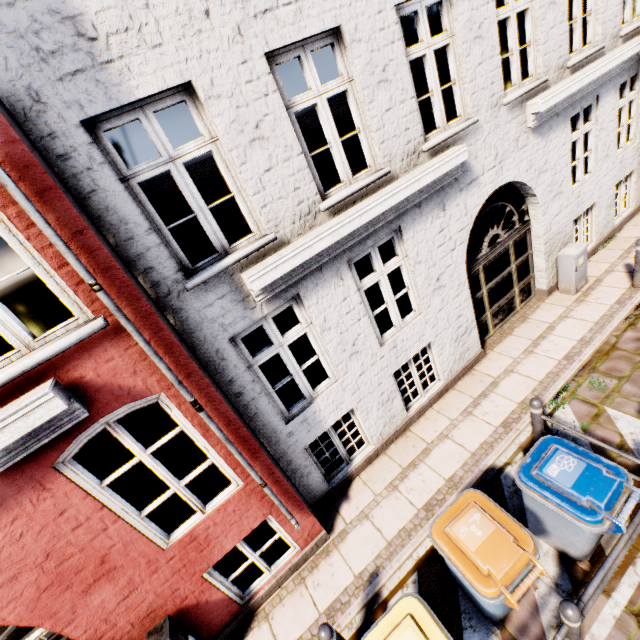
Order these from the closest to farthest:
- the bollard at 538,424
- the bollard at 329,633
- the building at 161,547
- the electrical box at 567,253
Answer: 1. the building at 161,547
2. the bollard at 329,633
3. the bollard at 538,424
4. the electrical box at 567,253

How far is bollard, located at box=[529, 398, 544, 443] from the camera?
4.7m

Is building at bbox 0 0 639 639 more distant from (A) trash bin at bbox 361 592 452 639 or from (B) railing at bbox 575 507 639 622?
(B) railing at bbox 575 507 639 622

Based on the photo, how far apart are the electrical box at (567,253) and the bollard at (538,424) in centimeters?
415cm

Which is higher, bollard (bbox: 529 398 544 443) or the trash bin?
the trash bin

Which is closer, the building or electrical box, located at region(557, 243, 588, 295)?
the building

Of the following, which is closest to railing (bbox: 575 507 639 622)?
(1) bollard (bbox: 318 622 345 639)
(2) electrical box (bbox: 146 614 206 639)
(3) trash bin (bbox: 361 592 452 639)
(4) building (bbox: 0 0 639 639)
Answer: (3) trash bin (bbox: 361 592 452 639)

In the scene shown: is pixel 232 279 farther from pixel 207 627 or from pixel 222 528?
pixel 207 627
